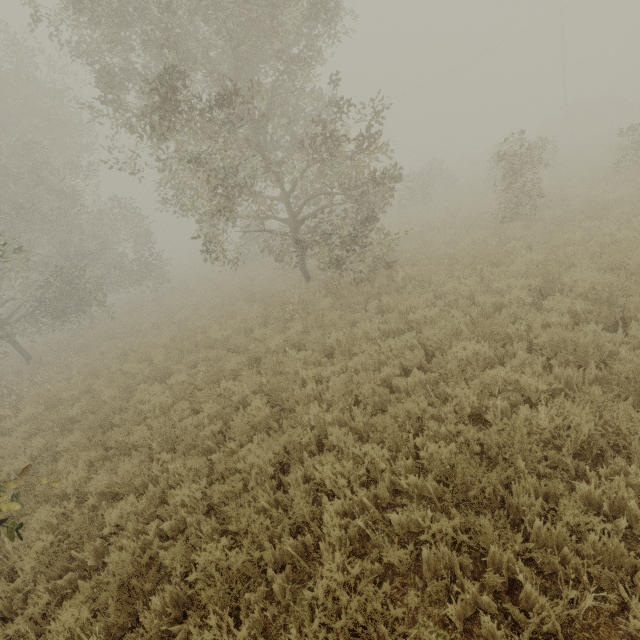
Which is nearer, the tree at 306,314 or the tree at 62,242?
the tree at 62,242

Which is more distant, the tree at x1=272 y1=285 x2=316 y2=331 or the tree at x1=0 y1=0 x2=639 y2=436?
the tree at x1=272 y1=285 x2=316 y2=331

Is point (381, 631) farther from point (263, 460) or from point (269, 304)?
point (269, 304)

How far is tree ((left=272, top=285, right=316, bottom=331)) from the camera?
9.3 meters

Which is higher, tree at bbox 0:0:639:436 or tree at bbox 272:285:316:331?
tree at bbox 0:0:639:436

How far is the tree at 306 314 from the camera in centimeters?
928cm
